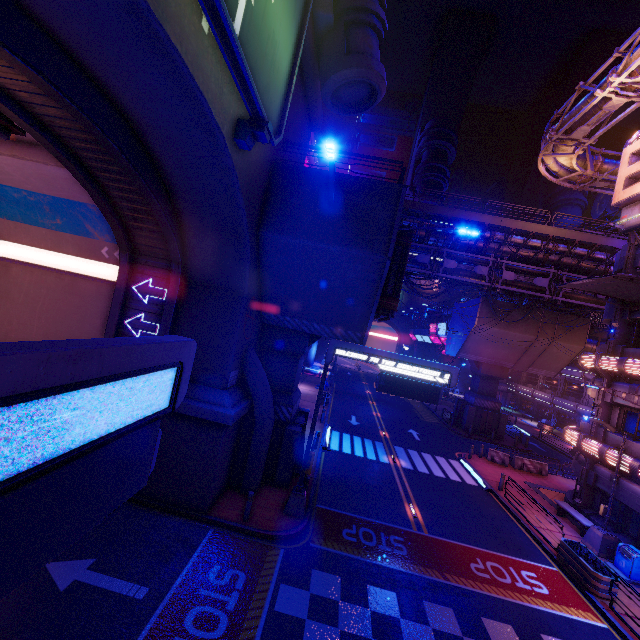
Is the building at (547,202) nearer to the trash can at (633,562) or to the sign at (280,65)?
the trash can at (633,562)

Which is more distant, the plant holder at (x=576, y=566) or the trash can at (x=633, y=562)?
the trash can at (x=633, y=562)

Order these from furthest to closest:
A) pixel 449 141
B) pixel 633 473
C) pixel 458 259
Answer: pixel 449 141 → pixel 458 259 → pixel 633 473

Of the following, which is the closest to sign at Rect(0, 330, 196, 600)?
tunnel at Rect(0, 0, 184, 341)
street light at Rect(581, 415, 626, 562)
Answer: tunnel at Rect(0, 0, 184, 341)

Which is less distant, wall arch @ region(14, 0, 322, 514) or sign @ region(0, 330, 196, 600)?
sign @ region(0, 330, 196, 600)

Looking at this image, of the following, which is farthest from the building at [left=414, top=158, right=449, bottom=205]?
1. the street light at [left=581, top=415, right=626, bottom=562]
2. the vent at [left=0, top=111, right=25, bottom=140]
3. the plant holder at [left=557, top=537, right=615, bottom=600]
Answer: the vent at [left=0, top=111, right=25, bottom=140]

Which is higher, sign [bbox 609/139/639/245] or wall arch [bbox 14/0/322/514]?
sign [bbox 609/139/639/245]

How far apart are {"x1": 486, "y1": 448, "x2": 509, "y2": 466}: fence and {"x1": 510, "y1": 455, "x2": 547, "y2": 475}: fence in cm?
32
